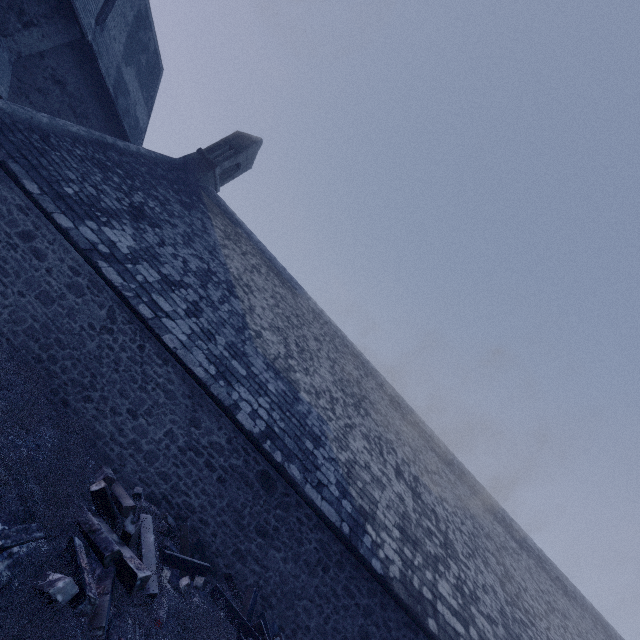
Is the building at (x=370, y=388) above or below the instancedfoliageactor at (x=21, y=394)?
above

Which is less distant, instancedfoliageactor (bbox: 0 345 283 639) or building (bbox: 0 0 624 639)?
instancedfoliageactor (bbox: 0 345 283 639)

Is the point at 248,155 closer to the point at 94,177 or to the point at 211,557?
the point at 94,177

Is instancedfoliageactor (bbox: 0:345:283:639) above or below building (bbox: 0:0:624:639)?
below

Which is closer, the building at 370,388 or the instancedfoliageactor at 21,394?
the instancedfoliageactor at 21,394
